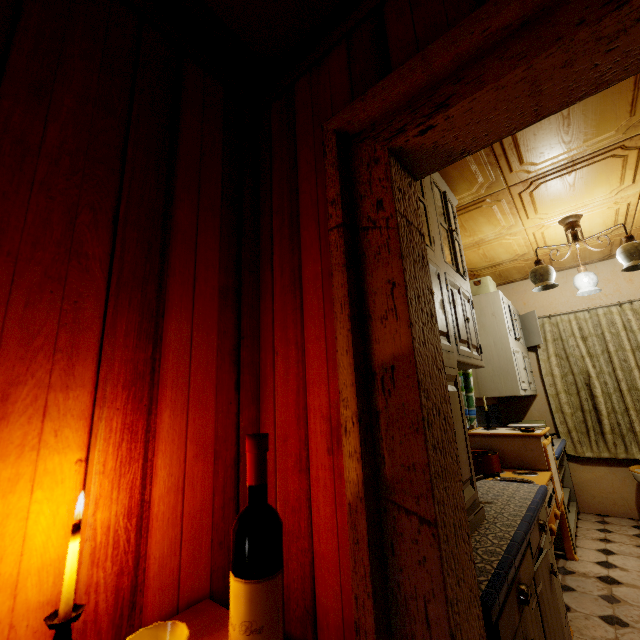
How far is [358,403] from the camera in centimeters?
85cm

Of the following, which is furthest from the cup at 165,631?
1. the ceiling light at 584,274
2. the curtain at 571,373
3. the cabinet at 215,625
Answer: the curtain at 571,373

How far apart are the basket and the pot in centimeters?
183cm

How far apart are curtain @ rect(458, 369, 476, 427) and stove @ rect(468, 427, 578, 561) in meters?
0.1

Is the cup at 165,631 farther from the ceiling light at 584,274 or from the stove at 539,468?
the ceiling light at 584,274

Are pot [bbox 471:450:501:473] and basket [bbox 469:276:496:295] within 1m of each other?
no

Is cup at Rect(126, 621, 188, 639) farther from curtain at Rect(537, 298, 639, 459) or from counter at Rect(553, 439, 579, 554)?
curtain at Rect(537, 298, 639, 459)

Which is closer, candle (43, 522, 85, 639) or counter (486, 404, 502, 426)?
candle (43, 522, 85, 639)
